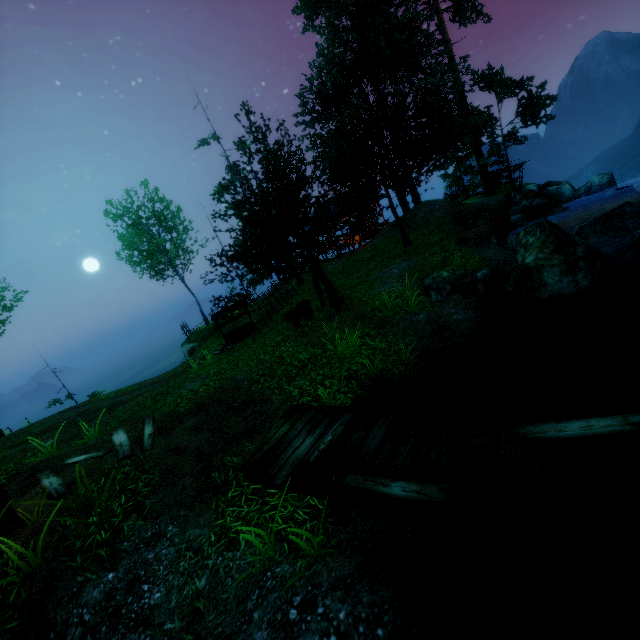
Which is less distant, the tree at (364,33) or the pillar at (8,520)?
the pillar at (8,520)

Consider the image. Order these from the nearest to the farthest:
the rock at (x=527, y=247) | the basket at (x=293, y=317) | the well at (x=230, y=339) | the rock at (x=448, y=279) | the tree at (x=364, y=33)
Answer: the rock at (x=527, y=247) < the rock at (x=448, y=279) < the tree at (x=364, y=33) < the basket at (x=293, y=317) < the well at (x=230, y=339)

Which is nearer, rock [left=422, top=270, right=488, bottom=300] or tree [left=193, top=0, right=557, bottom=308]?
rock [left=422, top=270, right=488, bottom=300]

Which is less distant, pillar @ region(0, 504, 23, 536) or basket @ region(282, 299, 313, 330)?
pillar @ region(0, 504, 23, 536)

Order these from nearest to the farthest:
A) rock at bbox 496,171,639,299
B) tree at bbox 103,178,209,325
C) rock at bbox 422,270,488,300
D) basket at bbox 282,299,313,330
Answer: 1. rock at bbox 496,171,639,299
2. rock at bbox 422,270,488,300
3. basket at bbox 282,299,313,330
4. tree at bbox 103,178,209,325

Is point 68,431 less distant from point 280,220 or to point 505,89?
point 280,220

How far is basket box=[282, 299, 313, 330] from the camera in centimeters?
1153cm

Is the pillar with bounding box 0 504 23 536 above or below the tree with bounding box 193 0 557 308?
below
